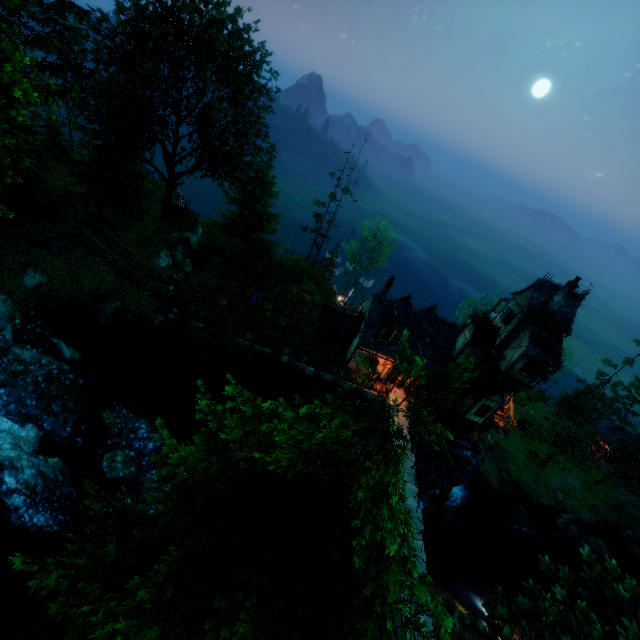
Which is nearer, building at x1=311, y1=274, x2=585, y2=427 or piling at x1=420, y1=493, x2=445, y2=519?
building at x1=311, y1=274, x2=585, y2=427

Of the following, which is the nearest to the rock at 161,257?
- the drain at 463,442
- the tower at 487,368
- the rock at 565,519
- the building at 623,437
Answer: the drain at 463,442

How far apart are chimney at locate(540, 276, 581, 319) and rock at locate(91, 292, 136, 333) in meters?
31.6 m

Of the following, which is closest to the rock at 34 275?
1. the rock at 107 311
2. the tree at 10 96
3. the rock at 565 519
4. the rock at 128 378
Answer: the rock at 107 311

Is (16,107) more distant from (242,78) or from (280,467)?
(242,78)

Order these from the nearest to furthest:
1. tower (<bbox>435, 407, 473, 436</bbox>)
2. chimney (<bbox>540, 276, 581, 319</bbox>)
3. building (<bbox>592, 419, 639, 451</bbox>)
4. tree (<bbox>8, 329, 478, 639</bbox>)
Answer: tree (<bbox>8, 329, 478, 639</bbox>) → chimney (<bbox>540, 276, 581, 319</bbox>) → tower (<bbox>435, 407, 473, 436</bbox>) → building (<bbox>592, 419, 639, 451</bbox>)

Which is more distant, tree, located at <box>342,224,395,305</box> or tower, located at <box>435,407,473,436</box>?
tree, located at <box>342,224,395,305</box>

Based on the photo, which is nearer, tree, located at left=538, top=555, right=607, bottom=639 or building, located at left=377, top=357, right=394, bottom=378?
tree, located at left=538, top=555, right=607, bottom=639
